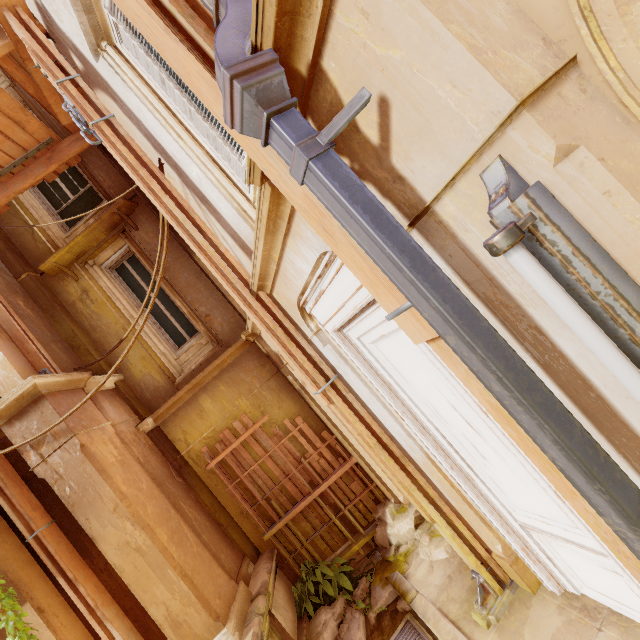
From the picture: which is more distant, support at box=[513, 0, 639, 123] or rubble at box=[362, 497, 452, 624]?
rubble at box=[362, 497, 452, 624]

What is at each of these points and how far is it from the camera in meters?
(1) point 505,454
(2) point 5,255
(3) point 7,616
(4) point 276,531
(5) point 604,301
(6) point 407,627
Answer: (1) door, 2.6 m
(2) column, 6.4 m
(3) plant, 3.8 m
(4) wood, 5.8 m
(5) lamp, 0.9 m
(6) grate, 4.3 m

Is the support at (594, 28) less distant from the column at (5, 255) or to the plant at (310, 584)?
the plant at (310, 584)

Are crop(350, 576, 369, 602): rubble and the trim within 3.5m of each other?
no

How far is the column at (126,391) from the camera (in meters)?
6.14

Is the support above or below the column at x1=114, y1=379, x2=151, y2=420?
below

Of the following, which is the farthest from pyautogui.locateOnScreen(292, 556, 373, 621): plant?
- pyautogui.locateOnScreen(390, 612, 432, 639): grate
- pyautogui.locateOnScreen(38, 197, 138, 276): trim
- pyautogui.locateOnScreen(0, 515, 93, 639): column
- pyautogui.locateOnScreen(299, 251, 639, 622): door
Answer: pyautogui.locateOnScreen(38, 197, 138, 276): trim

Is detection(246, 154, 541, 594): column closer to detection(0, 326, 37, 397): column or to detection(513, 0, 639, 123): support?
detection(513, 0, 639, 123): support
